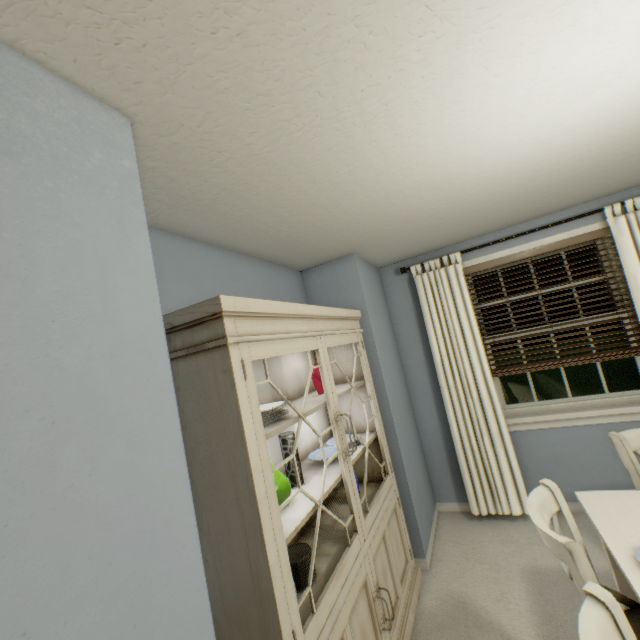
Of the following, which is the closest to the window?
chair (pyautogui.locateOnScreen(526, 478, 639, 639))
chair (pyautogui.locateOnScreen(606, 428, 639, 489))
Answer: chair (pyautogui.locateOnScreen(606, 428, 639, 489))

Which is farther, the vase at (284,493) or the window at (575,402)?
the window at (575,402)

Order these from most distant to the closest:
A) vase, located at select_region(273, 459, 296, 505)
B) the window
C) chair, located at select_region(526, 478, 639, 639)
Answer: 1. the window
2. vase, located at select_region(273, 459, 296, 505)
3. chair, located at select_region(526, 478, 639, 639)

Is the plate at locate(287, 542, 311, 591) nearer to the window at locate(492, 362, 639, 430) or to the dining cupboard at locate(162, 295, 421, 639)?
the dining cupboard at locate(162, 295, 421, 639)

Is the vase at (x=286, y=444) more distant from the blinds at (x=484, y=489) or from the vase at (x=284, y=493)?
the blinds at (x=484, y=489)

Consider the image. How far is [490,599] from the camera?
2.0m

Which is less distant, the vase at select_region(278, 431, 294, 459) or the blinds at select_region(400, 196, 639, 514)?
the vase at select_region(278, 431, 294, 459)

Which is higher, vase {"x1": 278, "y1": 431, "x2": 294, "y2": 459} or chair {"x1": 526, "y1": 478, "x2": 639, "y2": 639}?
vase {"x1": 278, "y1": 431, "x2": 294, "y2": 459}
